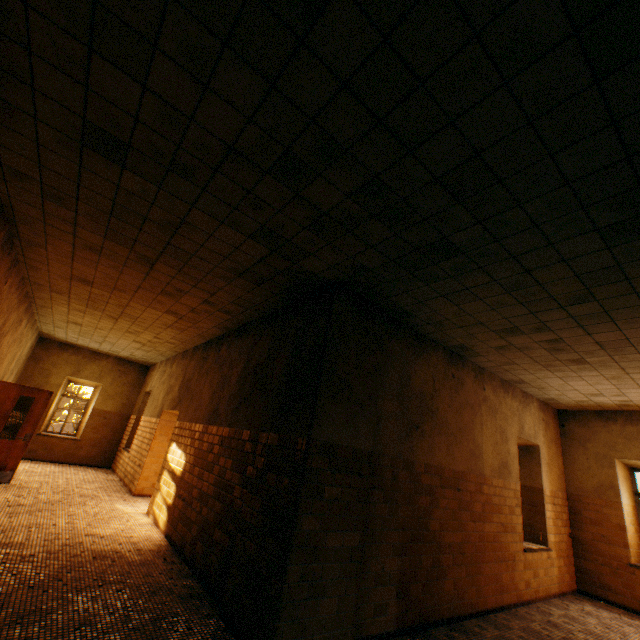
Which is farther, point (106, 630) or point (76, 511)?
point (76, 511)
